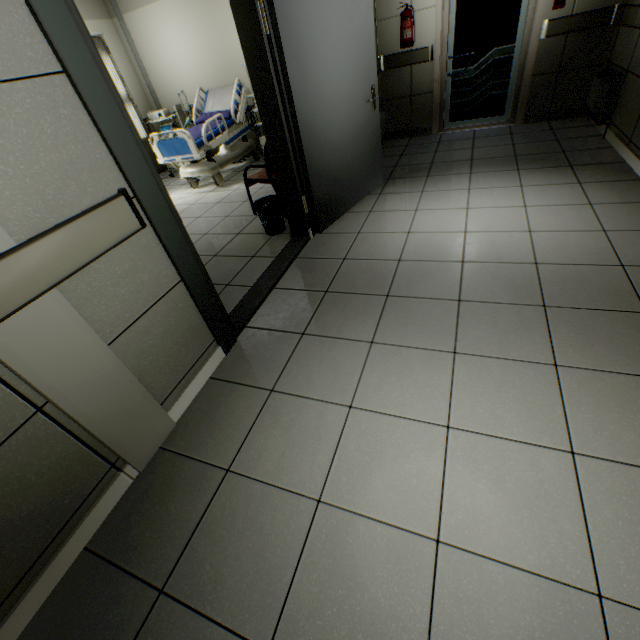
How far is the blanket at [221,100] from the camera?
5.27m

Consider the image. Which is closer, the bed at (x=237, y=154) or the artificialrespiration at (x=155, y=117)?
the bed at (x=237, y=154)

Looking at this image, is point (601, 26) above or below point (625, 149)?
above

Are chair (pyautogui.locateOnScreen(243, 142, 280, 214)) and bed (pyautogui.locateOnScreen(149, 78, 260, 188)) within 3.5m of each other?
yes

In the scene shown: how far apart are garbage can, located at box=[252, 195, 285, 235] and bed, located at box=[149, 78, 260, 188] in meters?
2.0

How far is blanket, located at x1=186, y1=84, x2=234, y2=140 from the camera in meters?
5.3

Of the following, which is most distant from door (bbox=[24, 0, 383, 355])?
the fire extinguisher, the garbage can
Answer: the fire extinguisher

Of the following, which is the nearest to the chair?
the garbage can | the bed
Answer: the garbage can
